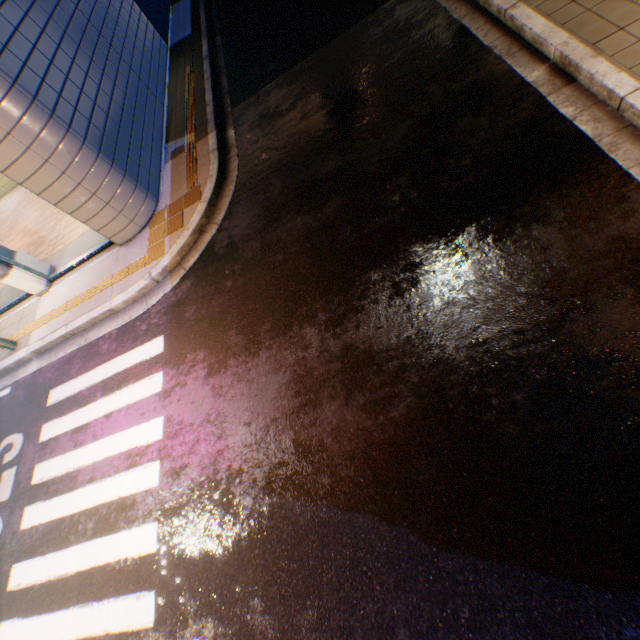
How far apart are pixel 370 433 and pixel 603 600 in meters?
2.2
